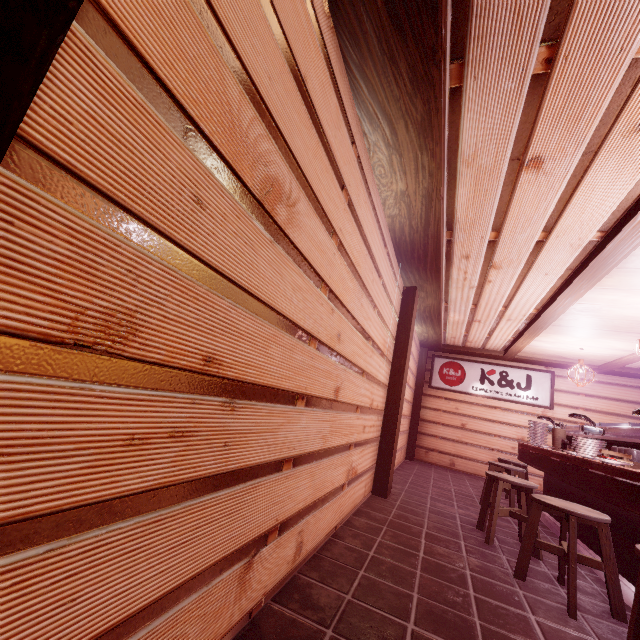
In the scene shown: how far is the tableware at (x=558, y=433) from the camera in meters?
8.5 m

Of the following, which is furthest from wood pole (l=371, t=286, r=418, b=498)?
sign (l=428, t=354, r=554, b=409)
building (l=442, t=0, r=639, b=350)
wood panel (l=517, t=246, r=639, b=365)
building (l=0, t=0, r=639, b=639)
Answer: sign (l=428, t=354, r=554, b=409)

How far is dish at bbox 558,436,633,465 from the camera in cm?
467

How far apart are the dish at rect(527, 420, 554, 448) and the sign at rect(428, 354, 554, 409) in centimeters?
504cm

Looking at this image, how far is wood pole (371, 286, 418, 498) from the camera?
7.4m

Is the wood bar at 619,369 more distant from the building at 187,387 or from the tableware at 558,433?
the tableware at 558,433

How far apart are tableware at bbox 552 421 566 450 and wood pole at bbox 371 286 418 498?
4.3 meters

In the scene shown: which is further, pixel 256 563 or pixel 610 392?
pixel 610 392
